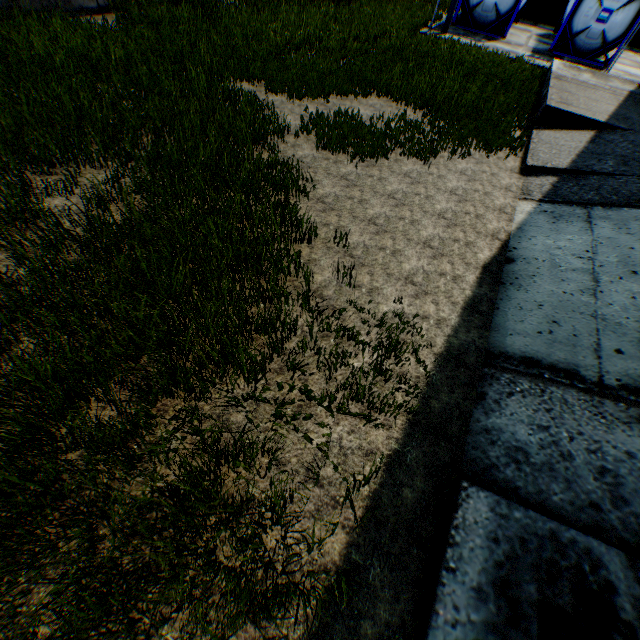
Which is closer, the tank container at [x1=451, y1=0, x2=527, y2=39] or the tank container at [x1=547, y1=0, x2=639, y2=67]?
the tank container at [x1=547, y1=0, x2=639, y2=67]

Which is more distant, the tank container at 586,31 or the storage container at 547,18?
the storage container at 547,18

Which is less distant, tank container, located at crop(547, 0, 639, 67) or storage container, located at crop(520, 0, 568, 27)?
tank container, located at crop(547, 0, 639, 67)

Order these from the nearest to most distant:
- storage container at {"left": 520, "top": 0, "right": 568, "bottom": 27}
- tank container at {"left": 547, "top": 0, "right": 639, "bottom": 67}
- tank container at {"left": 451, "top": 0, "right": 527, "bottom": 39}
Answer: tank container at {"left": 547, "top": 0, "right": 639, "bottom": 67}
tank container at {"left": 451, "top": 0, "right": 527, "bottom": 39}
storage container at {"left": 520, "top": 0, "right": 568, "bottom": 27}

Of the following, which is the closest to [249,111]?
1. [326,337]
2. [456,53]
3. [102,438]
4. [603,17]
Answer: [326,337]
